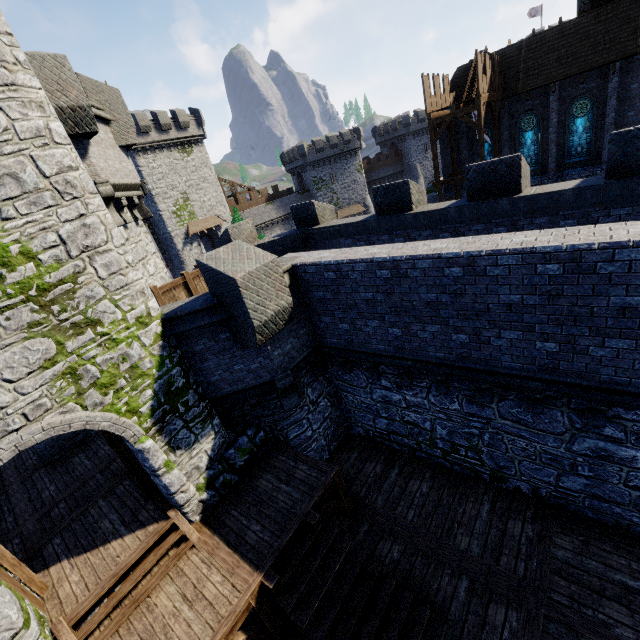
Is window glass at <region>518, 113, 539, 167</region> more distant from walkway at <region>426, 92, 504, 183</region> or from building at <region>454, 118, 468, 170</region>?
walkway at <region>426, 92, 504, 183</region>

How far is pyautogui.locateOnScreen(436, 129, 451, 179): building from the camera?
27.05m

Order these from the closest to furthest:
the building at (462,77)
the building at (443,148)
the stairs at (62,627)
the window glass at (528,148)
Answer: the stairs at (62,627), the window glass at (528,148), the building at (462,77), the building at (443,148)

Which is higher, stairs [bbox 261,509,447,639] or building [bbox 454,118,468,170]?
building [bbox 454,118,468,170]

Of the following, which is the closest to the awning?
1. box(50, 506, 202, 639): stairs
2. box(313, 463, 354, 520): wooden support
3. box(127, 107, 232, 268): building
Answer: box(127, 107, 232, 268): building

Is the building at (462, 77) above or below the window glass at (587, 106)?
above

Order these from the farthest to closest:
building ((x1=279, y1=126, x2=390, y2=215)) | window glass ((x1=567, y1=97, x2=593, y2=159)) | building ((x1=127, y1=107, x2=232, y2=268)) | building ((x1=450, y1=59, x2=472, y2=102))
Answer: building ((x1=279, y1=126, x2=390, y2=215)), building ((x1=127, y1=107, x2=232, y2=268)), building ((x1=450, y1=59, x2=472, y2=102)), window glass ((x1=567, y1=97, x2=593, y2=159))

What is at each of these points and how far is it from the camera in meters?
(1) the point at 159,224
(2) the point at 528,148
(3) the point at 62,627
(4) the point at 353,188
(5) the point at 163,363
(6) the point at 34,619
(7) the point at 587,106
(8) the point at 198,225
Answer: (1) building, 39.3 m
(2) window glass, 24.3 m
(3) stairs, 6.2 m
(4) building, 55.8 m
(5) building tower, 7.5 m
(6) building tower, 6.0 m
(7) window glass, 21.4 m
(8) awning, 41.4 m
